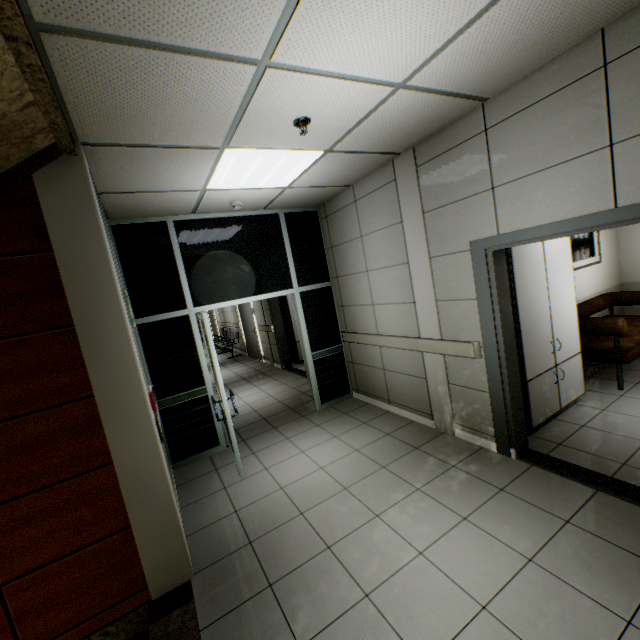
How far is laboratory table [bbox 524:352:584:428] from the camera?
3.5 meters

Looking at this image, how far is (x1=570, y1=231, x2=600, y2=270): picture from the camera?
5.2m

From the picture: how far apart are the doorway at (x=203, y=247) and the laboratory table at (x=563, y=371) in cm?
273

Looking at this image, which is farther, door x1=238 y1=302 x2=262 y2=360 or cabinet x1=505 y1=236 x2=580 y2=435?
door x1=238 y1=302 x2=262 y2=360

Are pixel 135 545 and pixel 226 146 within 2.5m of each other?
no

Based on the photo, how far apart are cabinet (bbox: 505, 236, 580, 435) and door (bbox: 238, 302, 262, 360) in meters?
7.3

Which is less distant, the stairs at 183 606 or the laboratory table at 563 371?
the stairs at 183 606

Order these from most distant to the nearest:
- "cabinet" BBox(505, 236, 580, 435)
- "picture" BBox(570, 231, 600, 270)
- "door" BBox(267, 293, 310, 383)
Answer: "door" BBox(267, 293, 310, 383)
"picture" BBox(570, 231, 600, 270)
"cabinet" BBox(505, 236, 580, 435)
